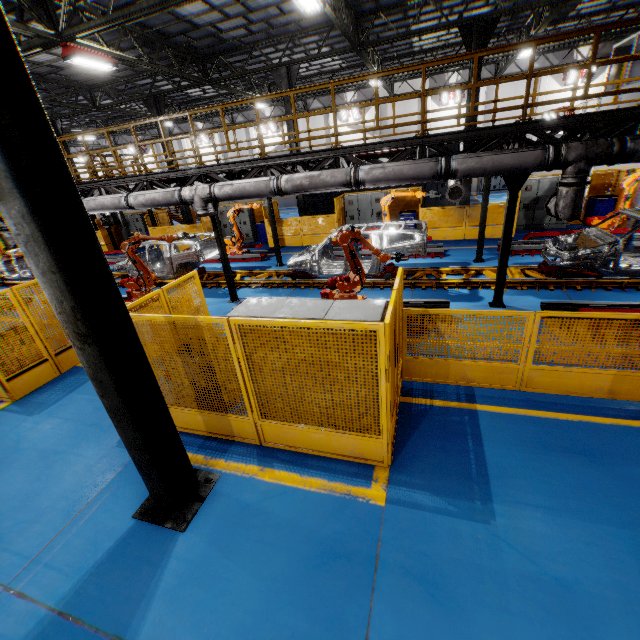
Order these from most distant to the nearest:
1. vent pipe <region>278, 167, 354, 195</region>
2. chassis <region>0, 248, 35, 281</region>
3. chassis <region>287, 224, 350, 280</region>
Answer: chassis <region>0, 248, 35, 281</region>, chassis <region>287, 224, 350, 280</region>, vent pipe <region>278, 167, 354, 195</region>

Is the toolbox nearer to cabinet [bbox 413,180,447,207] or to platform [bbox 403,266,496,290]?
platform [bbox 403,266,496,290]

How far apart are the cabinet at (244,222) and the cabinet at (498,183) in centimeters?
1974cm

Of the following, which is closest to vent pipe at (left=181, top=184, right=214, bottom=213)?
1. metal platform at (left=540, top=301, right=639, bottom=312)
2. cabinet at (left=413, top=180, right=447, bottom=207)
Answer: metal platform at (left=540, top=301, right=639, bottom=312)

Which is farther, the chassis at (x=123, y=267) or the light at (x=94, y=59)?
the chassis at (x=123, y=267)

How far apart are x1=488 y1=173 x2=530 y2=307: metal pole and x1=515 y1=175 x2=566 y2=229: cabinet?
8.5 meters

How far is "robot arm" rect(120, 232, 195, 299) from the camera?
9.8 meters

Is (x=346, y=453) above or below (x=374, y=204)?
below
